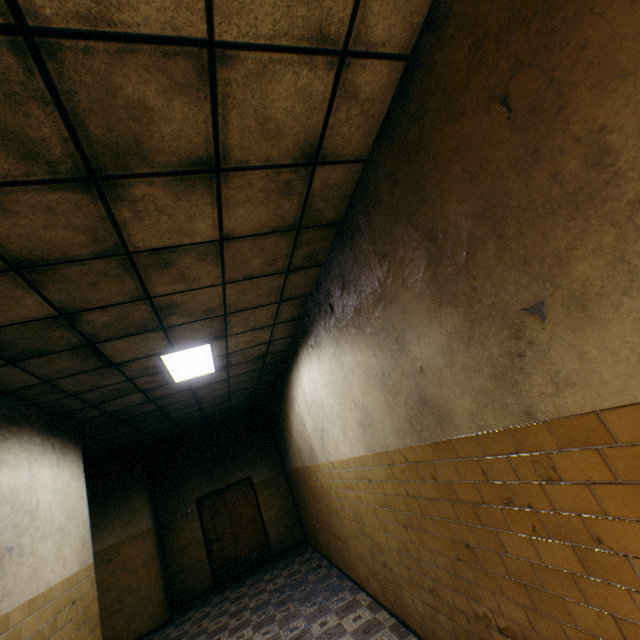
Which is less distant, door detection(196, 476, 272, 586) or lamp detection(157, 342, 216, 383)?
lamp detection(157, 342, 216, 383)

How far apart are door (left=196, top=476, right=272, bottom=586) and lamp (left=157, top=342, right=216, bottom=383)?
5.66m

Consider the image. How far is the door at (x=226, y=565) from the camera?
8.64m

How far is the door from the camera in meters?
8.6

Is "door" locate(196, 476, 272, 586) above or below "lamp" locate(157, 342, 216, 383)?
below

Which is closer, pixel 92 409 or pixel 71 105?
pixel 71 105

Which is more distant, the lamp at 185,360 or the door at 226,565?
the door at 226,565

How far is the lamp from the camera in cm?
424
